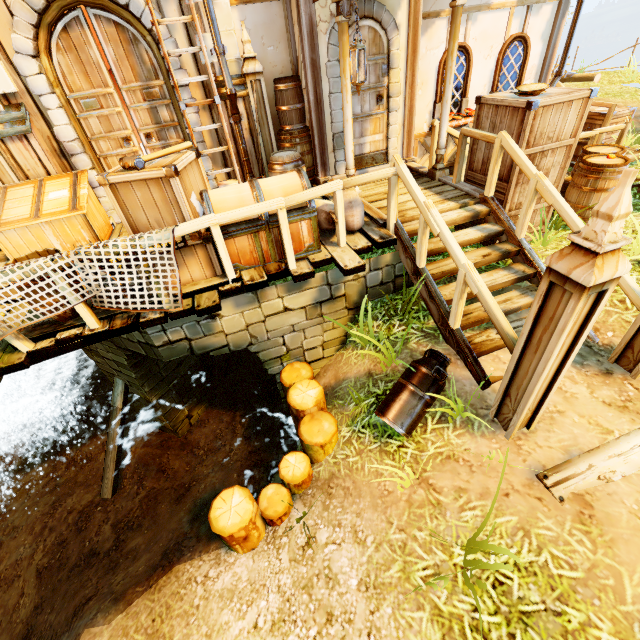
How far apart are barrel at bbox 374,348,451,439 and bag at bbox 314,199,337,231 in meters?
2.0

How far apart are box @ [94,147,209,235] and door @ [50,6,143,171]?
2.3 meters

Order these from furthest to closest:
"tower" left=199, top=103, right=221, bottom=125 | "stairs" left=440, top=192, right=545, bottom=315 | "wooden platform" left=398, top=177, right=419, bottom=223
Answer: "tower" left=199, top=103, right=221, bottom=125 < "wooden platform" left=398, top=177, right=419, bottom=223 < "stairs" left=440, top=192, right=545, bottom=315

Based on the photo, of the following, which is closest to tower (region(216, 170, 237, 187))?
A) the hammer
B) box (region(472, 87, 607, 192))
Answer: the hammer

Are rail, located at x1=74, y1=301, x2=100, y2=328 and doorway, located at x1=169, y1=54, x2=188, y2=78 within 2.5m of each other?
no

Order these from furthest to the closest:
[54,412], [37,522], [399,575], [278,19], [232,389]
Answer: [54,412], [232,389], [37,522], [278,19], [399,575]

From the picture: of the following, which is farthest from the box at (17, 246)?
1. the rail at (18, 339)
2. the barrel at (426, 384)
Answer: the barrel at (426, 384)

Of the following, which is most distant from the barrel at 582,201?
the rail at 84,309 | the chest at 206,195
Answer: the rail at 84,309
